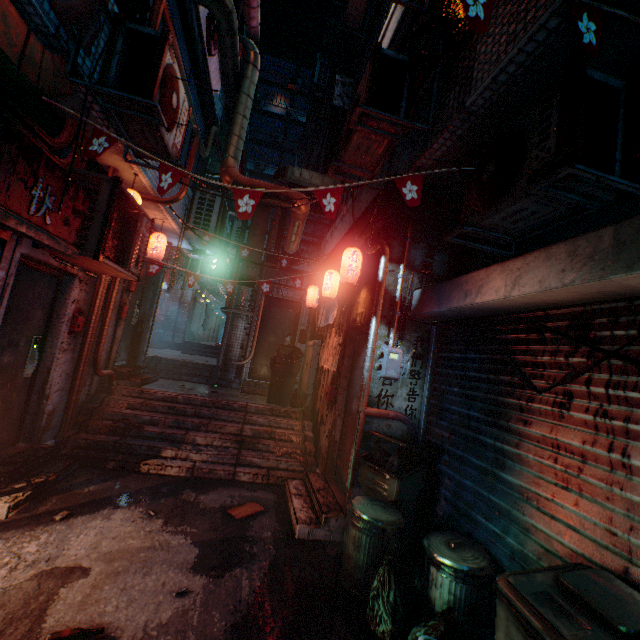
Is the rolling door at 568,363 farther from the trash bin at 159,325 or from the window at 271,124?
the window at 271,124

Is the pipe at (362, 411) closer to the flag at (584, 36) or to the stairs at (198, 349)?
the flag at (584, 36)

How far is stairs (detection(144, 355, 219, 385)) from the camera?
7.2m

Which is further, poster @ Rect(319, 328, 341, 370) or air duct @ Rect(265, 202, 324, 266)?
air duct @ Rect(265, 202, 324, 266)

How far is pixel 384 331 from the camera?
3.67m

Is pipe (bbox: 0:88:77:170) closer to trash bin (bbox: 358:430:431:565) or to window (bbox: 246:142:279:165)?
trash bin (bbox: 358:430:431:565)

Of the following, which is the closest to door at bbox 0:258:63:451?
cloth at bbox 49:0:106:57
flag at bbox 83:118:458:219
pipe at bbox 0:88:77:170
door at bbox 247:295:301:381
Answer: pipe at bbox 0:88:77:170

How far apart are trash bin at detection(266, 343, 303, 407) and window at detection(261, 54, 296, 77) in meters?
33.6
